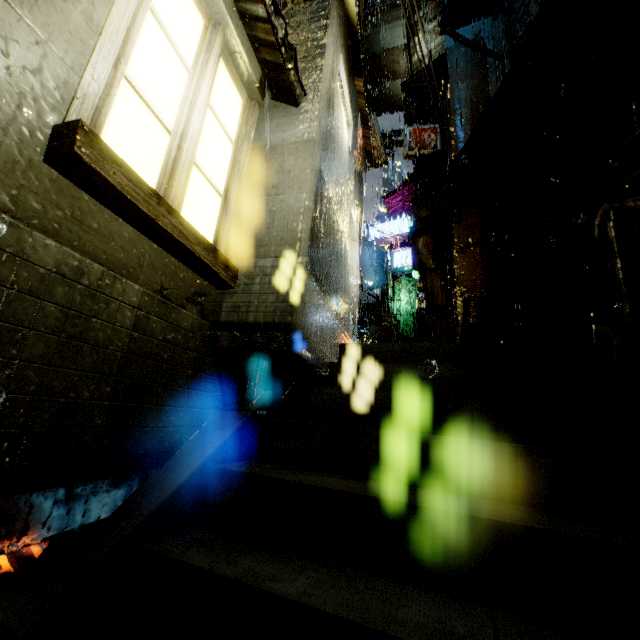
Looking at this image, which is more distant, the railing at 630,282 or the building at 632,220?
the building at 632,220

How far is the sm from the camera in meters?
8.1 m

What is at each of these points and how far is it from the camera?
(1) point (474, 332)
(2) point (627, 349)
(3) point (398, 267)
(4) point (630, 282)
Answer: (1) sm, 8.5 meters
(2) structural stair, 3.0 meters
(3) sign, 22.5 meters
(4) railing, 3.5 meters

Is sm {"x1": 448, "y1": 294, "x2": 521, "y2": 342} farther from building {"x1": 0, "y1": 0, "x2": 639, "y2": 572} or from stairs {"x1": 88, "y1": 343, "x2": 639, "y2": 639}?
stairs {"x1": 88, "y1": 343, "x2": 639, "y2": 639}

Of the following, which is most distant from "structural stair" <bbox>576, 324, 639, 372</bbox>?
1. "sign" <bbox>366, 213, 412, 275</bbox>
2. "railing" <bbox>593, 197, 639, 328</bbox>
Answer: "sign" <bbox>366, 213, 412, 275</bbox>

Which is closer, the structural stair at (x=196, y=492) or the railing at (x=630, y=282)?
the structural stair at (x=196, y=492)

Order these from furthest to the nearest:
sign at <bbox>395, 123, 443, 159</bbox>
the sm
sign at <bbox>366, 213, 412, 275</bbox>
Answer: sign at <bbox>366, 213, 412, 275</bbox> < sign at <bbox>395, 123, 443, 159</bbox> < the sm

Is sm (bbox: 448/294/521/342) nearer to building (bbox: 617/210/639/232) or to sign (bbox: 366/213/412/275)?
building (bbox: 617/210/639/232)
